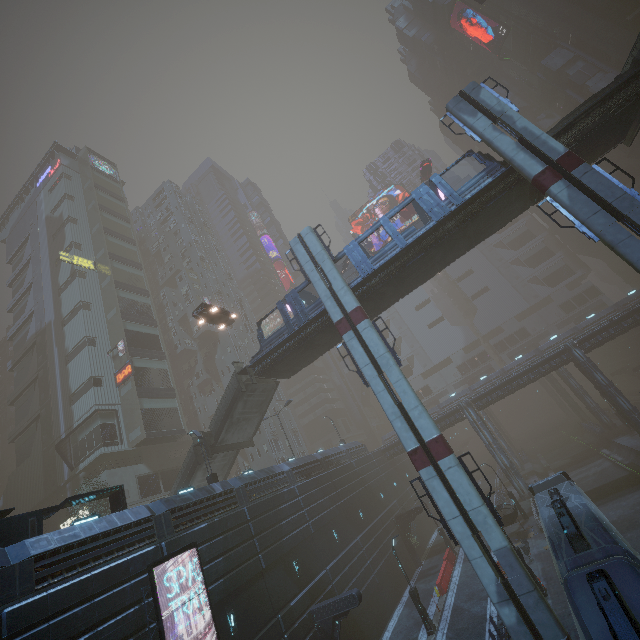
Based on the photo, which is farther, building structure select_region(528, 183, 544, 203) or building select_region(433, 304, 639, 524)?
building select_region(433, 304, 639, 524)

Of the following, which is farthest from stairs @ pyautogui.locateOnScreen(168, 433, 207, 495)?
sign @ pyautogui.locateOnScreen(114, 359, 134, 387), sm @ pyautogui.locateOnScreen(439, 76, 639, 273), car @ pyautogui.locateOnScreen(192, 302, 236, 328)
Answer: sign @ pyautogui.locateOnScreen(114, 359, 134, 387)

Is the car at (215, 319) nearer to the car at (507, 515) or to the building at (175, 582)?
the building at (175, 582)

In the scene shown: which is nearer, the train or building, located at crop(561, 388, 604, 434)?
the train

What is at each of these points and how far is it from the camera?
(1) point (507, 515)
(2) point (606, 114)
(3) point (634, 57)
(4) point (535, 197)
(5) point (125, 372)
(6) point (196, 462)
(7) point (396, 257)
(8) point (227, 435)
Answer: (1) car, 28.4 meters
(2) bridge, 17.9 meters
(3) stairs, 17.2 meters
(4) building structure, 20.5 meters
(5) sign, 40.5 meters
(6) stairs, 27.3 meters
(7) bridge, 21.8 meters
(8) stairs, 27.3 meters

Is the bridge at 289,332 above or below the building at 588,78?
below

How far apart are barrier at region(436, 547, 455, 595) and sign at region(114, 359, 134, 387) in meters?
38.0 m
